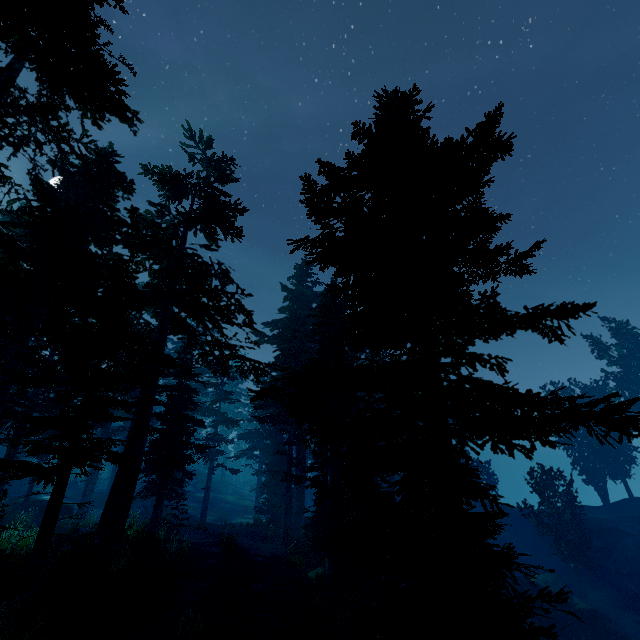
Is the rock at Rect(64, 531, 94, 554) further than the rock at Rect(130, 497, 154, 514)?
No

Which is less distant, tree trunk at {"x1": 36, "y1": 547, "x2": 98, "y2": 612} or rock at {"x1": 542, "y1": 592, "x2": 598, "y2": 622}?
tree trunk at {"x1": 36, "y1": 547, "x2": 98, "y2": 612}

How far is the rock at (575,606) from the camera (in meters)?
23.69

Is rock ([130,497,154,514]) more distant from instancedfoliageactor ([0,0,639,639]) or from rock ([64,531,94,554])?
rock ([64,531,94,554])

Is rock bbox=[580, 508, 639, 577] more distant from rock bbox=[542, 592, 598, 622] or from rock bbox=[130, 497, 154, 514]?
rock bbox=[130, 497, 154, 514]

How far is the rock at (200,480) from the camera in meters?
47.5 m

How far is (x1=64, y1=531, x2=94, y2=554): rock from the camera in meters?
13.6 m

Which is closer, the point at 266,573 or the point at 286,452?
the point at 266,573
